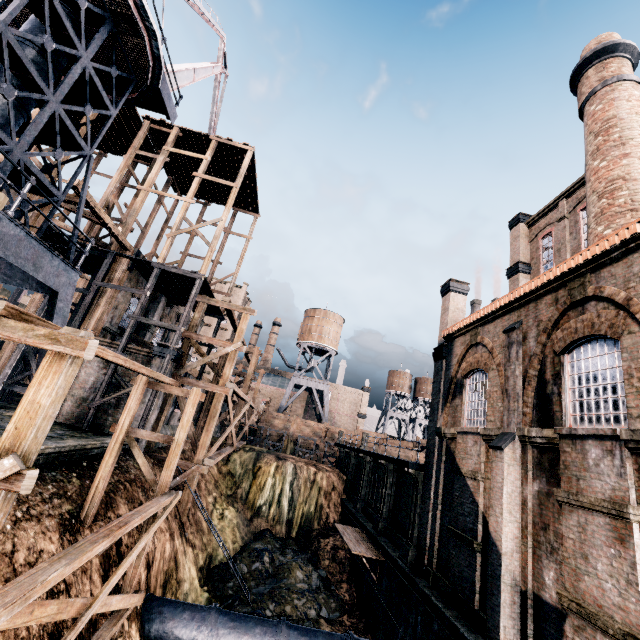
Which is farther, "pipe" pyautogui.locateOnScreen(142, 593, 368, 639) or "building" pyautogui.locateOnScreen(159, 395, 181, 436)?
"building" pyautogui.locateOnScreen(159, 395, 181, 436)

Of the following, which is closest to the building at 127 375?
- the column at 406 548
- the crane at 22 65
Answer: the column at 406 548

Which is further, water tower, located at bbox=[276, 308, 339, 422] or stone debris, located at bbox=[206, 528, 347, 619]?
water tower, located at bbox=[276, 308, 339, 422]

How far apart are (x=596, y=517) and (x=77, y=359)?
12.40m

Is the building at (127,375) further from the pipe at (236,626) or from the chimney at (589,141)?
the pipe at (236,626)

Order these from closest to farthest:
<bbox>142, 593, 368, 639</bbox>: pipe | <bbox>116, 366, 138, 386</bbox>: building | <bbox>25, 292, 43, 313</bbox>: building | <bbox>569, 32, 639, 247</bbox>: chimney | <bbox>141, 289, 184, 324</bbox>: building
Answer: <bbox>142, 593, 368, 639</bbox>: pipe
<bbox>569, 32, 639, 247</bbox>: chimney
<bbox>116, 366, 138, 386</bbox>: building
<bbox>141, 289, 184, 324</bbox>: building
<bbox>25, 292, 43, 313</bbox>: building

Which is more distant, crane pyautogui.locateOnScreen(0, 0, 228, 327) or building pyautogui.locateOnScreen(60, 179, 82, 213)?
building pyautogui.locateOnScreen(60, 179, 82, 213)

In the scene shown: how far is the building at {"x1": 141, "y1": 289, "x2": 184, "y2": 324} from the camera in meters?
26.6
